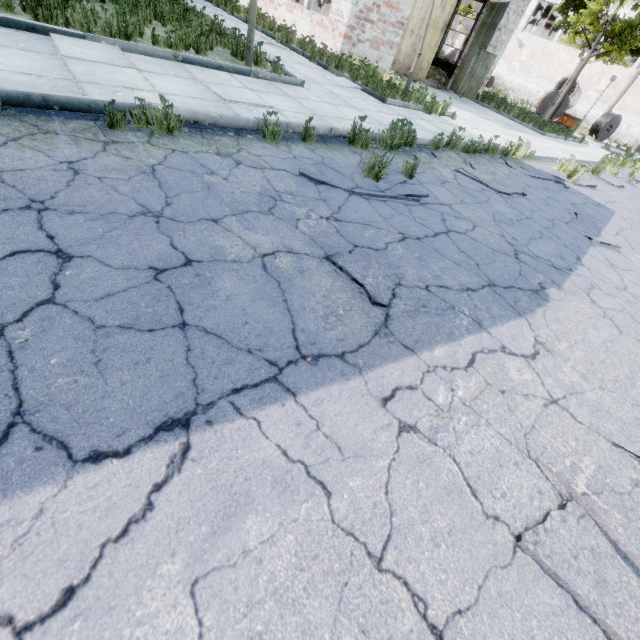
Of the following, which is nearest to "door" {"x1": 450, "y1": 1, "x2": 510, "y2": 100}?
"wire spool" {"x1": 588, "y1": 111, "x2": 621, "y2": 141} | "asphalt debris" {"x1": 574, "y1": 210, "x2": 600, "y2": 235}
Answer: "asphalt debris" {"x1": 574, "y1": 210, "x2": 600, "y2": 235}

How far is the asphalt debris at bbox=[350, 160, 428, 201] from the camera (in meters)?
4.23

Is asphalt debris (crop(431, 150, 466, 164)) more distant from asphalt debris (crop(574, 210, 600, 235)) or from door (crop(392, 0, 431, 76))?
door (crop(392, 0, 431, 76))

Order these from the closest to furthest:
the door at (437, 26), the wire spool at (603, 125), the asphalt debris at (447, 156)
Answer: the asphalt debris at (447, 156) → the door at (437, 26) → the wire spool at (603, 125)

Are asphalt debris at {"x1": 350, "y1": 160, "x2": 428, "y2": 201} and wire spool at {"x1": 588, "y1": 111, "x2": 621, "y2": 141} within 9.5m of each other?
no

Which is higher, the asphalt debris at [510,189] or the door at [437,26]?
the door at [437,26]

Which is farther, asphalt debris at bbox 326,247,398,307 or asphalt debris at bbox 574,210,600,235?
asphalt debris at bbox 574,210,600,235

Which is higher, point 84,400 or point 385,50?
point 385,50
